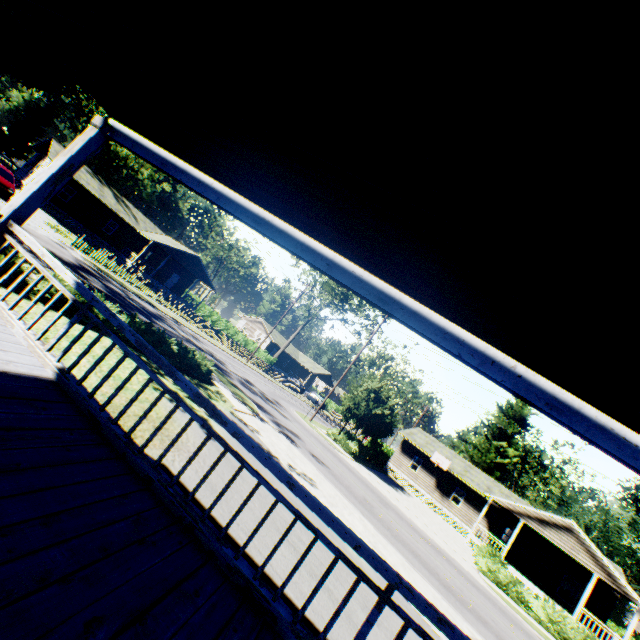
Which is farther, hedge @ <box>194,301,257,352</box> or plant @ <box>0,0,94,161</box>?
hedge @ <box>194,301,257,352</box>

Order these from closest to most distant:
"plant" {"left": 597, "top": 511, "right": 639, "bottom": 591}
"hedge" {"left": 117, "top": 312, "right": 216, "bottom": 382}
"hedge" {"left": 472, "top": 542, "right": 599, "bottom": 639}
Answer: "hedge" {"left": 117, "top": 312, "right": 216, "bottom": 382}
"hedge" {"left": 472, "top": 542, "right": 599, "bottom": 639}
"plant" {"left": 597, "top": 511, "right": 639, "bottom": 591}

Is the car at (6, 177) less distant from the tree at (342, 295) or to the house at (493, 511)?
the tree at (342, 295)

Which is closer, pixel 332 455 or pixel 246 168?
pixel 246 168

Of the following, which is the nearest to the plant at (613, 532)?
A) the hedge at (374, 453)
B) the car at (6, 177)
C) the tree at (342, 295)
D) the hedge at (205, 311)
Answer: the hedge at (374, 453)

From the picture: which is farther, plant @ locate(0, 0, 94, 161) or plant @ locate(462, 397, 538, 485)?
plant @ locate(462, 397, 538, 485)

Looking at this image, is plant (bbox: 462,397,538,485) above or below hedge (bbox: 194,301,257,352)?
above

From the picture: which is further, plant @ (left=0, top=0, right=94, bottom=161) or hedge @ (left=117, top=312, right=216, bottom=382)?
plant @ (left=0, top=0, right=94, bottom=161)
